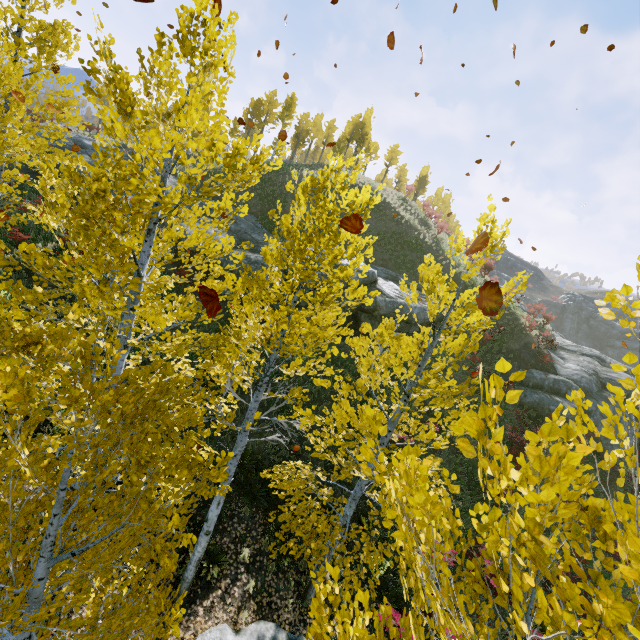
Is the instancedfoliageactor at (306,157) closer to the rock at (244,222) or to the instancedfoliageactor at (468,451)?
the rock at (244,222)

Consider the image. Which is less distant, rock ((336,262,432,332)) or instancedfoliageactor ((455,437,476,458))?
instancedfoliageactor ((455,437,476,458))

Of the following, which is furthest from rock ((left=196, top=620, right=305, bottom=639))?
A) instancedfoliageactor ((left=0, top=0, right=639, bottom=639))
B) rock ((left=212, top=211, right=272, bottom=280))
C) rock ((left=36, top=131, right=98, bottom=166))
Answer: rock ((left=36, top=131, right=98, bottom=166))

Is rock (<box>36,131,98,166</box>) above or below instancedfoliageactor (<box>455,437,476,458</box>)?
above

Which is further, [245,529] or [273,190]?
[273,190]

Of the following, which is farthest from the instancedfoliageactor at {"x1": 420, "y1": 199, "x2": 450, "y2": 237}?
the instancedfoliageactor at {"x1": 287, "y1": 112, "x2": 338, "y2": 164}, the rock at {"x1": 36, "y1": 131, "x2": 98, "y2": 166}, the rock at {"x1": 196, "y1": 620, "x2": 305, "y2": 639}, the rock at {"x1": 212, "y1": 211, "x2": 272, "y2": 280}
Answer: the instancedfoliageactor at {"x1": 287, "y1": 112, "x2": 338, "y2": 164}

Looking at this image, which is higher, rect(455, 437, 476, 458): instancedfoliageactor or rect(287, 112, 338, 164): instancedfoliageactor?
rect(287, 112, 338, 164): instancedfoliageactor

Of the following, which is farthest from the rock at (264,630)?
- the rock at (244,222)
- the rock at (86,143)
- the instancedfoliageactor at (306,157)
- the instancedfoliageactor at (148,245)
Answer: the instancedfoliageactor at (306,157)
